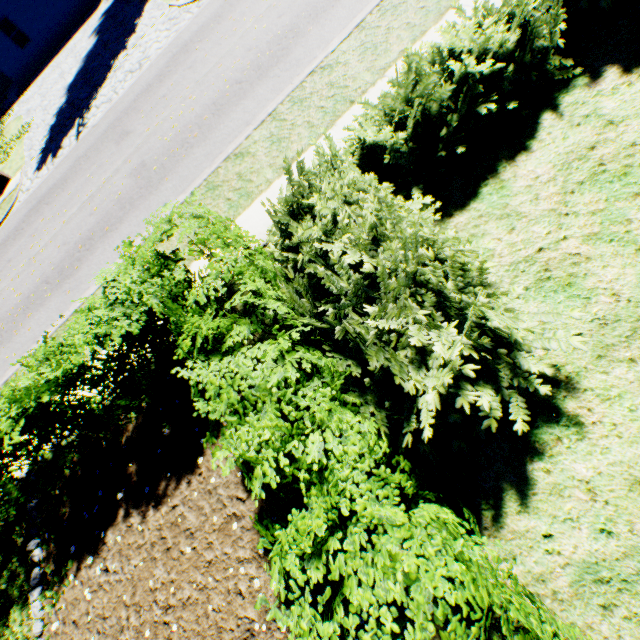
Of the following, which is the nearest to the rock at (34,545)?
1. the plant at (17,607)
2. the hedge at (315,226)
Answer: the hedge at (315,226)

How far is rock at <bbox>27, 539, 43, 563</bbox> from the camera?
5.6 meters

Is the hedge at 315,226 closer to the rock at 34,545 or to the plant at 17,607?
the rock at 34,545

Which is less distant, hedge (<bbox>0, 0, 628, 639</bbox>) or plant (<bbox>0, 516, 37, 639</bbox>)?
hedge (<bbox>0, 0, 628, 639</bbox>)

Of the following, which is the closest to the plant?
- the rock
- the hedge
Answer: the hedge

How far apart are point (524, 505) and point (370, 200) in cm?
346

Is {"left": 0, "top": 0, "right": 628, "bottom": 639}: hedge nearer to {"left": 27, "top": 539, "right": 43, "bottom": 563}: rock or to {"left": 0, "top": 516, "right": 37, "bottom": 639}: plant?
{"left": 27, "top": 539, "right": 43, "bottom": 563}: rock
